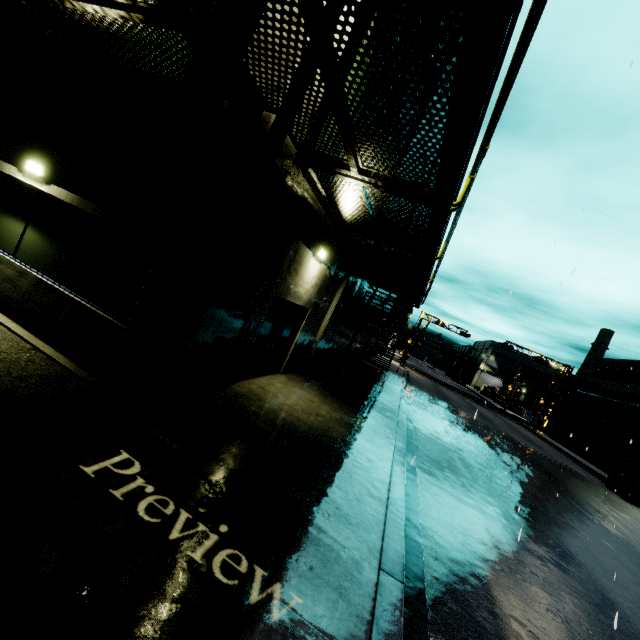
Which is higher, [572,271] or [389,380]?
A: [572,271]

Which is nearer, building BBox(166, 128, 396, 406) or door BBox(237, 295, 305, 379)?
building BBox(166, 128, 396, 406)

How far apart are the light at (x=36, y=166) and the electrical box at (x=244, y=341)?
4.7m

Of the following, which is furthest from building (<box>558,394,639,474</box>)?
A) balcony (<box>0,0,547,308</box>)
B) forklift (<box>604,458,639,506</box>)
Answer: forklift (<box>604,458,639,506</box>)

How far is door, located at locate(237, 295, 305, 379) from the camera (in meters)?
8.38

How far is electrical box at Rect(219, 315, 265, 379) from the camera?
7.0 meters

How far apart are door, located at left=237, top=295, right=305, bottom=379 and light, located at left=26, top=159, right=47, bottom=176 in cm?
490

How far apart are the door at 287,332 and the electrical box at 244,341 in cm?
9
